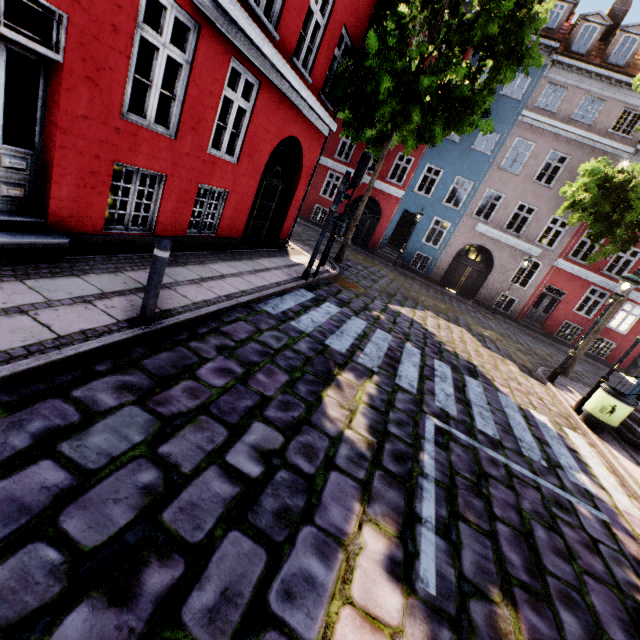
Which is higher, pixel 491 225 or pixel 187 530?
pixel 491 225

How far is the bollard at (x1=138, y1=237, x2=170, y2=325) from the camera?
3.6m

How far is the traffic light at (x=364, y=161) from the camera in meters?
7.7

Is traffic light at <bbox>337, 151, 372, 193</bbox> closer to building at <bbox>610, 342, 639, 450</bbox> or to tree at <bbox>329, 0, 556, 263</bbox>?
building at <bbox>610, 342, 639, 450</bbox>

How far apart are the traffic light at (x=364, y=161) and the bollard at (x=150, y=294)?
5.4m

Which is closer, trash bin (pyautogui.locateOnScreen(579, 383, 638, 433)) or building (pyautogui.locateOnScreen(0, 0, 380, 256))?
building (pyautogui.locateOnScreen(0, 0, 380, 256))

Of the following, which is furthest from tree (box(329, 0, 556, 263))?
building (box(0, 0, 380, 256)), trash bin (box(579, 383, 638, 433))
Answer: trash bin (box(579, 383, 638, 433))

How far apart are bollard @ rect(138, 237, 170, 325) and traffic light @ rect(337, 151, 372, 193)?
5.39m
